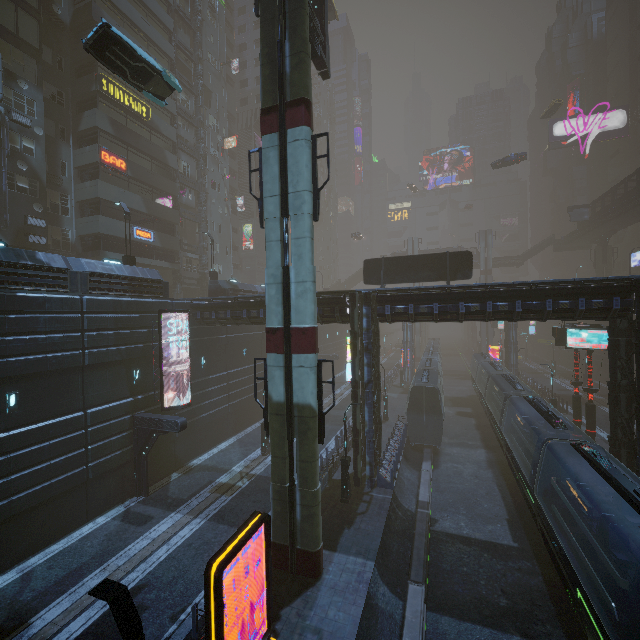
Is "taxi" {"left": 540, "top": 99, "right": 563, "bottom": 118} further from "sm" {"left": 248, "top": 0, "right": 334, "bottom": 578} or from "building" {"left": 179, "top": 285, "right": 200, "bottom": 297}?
"sm" {"left": 248, "top": 0, "right": 334, "bottom": 578}

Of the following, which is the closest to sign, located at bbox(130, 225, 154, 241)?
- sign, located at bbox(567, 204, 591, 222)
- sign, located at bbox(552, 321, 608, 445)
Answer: sign, located at bbox(552, 321, 608, 445)

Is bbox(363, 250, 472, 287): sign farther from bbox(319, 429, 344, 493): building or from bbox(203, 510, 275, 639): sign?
bbox(203, 510, 275, 639): sign

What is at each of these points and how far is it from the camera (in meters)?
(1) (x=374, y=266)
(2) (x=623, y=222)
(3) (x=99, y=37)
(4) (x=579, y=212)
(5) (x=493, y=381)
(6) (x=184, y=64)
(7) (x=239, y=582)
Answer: (1) sign, 24.72
(2) bridge, 46.50
(3) car, 13.82
(4) sign, 50.00
(5) train, 30.08
(6) building, 40.97
(7) building, 12.56

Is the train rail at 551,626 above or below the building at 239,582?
below

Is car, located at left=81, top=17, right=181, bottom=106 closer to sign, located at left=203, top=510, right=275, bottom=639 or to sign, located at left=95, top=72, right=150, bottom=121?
sign, located at left=95, top=72, right=150, bottom=121

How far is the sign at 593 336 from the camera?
22.1 meters

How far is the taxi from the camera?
50.5 meters
